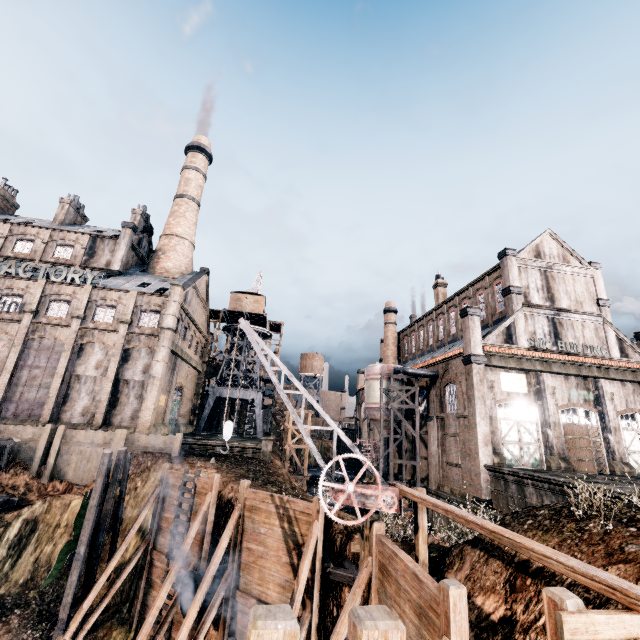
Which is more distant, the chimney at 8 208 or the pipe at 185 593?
the chimney at 8 208

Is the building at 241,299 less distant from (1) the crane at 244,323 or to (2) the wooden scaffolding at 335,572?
(1) the crane at 244,323

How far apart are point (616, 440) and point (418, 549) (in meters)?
27.66

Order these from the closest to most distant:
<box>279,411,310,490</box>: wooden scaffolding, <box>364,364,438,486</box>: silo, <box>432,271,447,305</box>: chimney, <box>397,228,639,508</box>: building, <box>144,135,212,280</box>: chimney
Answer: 1. <box>397,228,639,508</box>: building
2. <box>364,364,438,486</box>: silo
3. <box>279,411,310,490</box>: wooden scaffolding
4. <box>144,135,212,280</box>: chimney
5. <box>432,271,447,305</box>: chimney

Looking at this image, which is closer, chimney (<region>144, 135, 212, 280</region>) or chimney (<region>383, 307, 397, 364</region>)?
chimney (<region>144, 135, 212, 280</region>)

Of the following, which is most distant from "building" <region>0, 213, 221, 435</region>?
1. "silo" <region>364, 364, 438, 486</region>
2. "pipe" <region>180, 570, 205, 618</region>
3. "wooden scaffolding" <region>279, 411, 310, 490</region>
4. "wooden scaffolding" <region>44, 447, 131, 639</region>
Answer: "pipe" <region>180, 570, 205, 618</region>

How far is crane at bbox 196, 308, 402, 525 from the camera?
11.2 meters

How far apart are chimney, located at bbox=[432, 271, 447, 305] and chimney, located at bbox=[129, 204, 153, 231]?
43.47m
